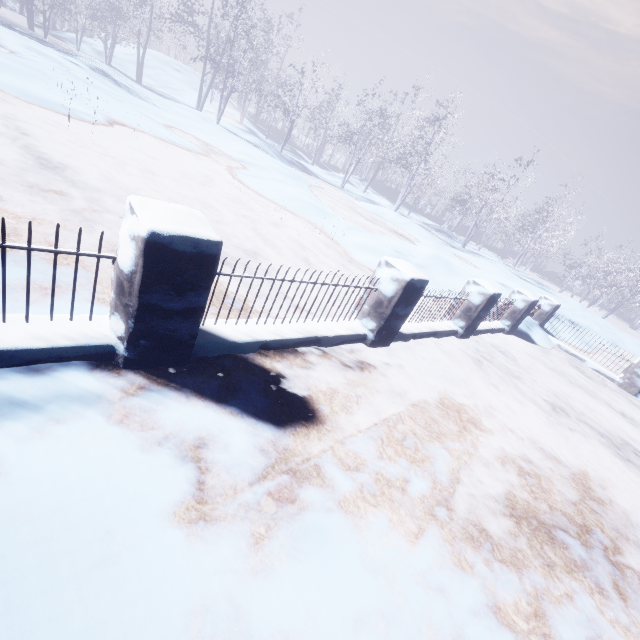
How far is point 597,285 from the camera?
25.3m

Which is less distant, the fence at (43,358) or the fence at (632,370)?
the fence at (43,358)

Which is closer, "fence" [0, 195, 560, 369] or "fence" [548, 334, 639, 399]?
"fence" [0, 195, 560, 369]
